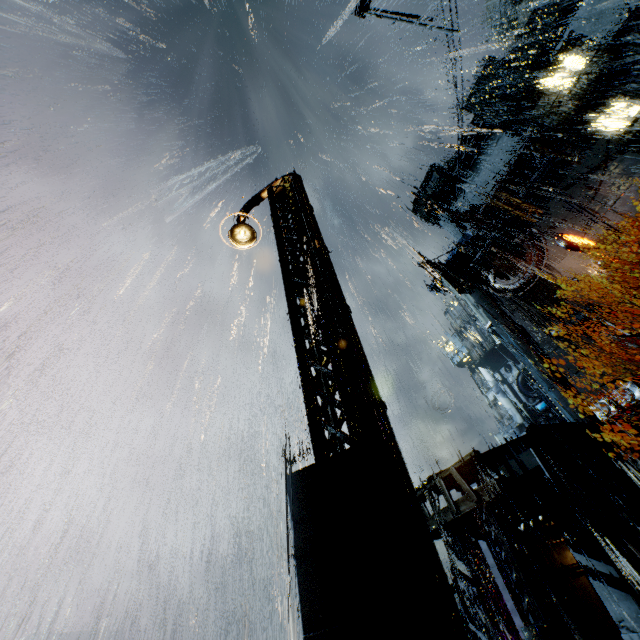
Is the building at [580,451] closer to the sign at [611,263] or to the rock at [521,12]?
the sign at [611,263]

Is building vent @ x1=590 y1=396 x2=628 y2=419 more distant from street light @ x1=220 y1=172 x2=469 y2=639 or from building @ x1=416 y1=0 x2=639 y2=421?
street light @ x1=220 y1=172 x2=469 y2=639

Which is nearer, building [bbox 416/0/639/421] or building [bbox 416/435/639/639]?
building [bbox 416/435/639/639]

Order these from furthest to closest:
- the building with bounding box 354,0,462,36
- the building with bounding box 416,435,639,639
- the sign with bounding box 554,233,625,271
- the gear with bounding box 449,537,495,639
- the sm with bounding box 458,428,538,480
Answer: the sign with bounding box 554,233,625,271 < the gear with bounding box 449,537,495,639 < the sm with bounding box 458,428,538,480 < the building with bounding box 354,0,462,36 < the building with bounding box 416,435,639,639

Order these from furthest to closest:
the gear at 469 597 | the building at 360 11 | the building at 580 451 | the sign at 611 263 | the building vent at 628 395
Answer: the sign at 611 263 → the building vent at 628 395 → the gear at 469 597 → the building at 580 451 → the building at 360 11

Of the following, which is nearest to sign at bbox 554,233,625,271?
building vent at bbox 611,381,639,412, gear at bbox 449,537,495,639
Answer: building vent at bbox 611,381,639,412

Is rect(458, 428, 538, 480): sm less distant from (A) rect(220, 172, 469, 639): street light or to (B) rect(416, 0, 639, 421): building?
(B) rect(416, 0, 639, 421): building

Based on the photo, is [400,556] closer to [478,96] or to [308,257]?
[308,257]
